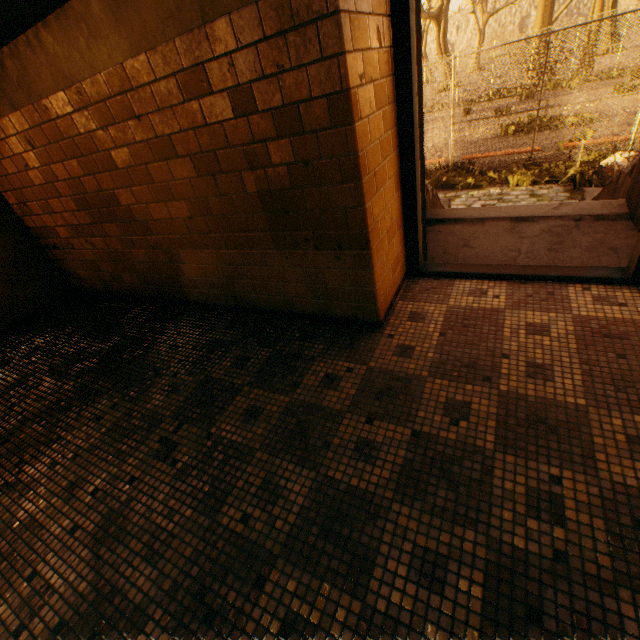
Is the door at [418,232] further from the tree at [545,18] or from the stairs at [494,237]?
the tree at [545,18]

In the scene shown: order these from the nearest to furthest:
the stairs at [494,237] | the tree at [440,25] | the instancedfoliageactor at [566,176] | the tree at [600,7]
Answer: the stairs at [494,237], the instancedfoliageactor at [566,176], the tree at [600,7], the tree at [440,25]

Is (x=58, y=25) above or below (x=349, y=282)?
above

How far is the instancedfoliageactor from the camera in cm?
725

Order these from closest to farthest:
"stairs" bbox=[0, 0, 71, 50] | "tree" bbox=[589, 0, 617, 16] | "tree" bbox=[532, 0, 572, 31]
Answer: "stairs" bbox=[0, 0, 71, 50] → "tree" bbox=[589, 0, 617, 16] → "tree" bbox=[532, 0, 572, 31]

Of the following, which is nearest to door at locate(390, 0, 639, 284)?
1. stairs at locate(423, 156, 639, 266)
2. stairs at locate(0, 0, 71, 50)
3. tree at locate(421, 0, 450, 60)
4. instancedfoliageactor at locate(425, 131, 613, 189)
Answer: stairs at locate(423, 156, 639, 266)

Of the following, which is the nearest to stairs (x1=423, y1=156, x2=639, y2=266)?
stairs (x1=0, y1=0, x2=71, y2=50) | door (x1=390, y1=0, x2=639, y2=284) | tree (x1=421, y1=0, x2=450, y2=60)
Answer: door (x1=390, y1=0, x2=639, y2=284)

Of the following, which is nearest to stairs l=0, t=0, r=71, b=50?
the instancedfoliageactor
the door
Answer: the door
